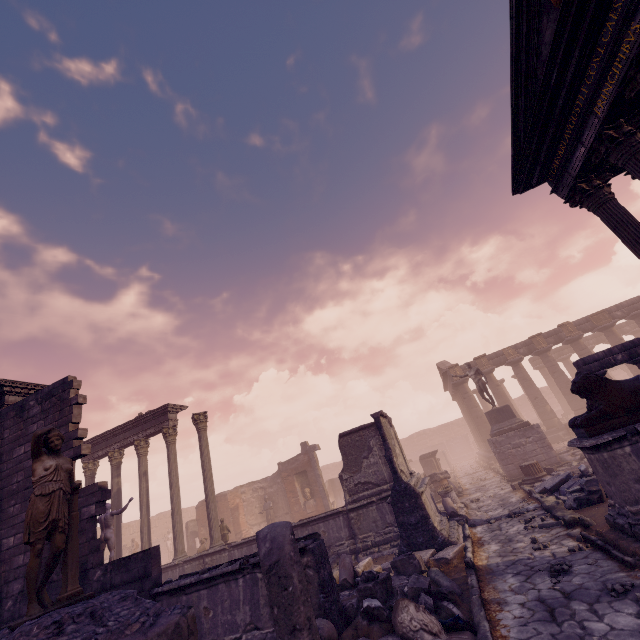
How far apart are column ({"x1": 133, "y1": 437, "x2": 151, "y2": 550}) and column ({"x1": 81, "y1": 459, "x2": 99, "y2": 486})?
2.5 meters

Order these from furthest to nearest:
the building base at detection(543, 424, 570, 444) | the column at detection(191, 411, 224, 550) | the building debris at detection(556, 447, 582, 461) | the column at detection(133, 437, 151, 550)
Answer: the building base at detection(543, 424, 570, 444) → the building debris at detection(556, 447, 582, 461) → the column at detection(133, 437, 151, 550) → the column at detection(191, 411, 224, 550)

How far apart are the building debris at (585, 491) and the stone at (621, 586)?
4.3 meters

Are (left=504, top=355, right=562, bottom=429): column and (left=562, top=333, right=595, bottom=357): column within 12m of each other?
yes

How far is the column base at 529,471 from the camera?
12.3m

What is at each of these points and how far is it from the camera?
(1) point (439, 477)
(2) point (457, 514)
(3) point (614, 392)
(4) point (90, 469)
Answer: (1) column piece, 16.5m
(2) debris pile, 10.6m
(3) sculpture, 6.0m
(4) column, 16.5m

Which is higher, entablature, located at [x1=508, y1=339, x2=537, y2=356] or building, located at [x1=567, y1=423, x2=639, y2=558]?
entablature, located at [x1=508, y1=339, x2=537, y2=356]

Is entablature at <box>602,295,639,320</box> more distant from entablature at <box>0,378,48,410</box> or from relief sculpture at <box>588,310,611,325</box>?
entablature at <box>0,378,48,410</box>
